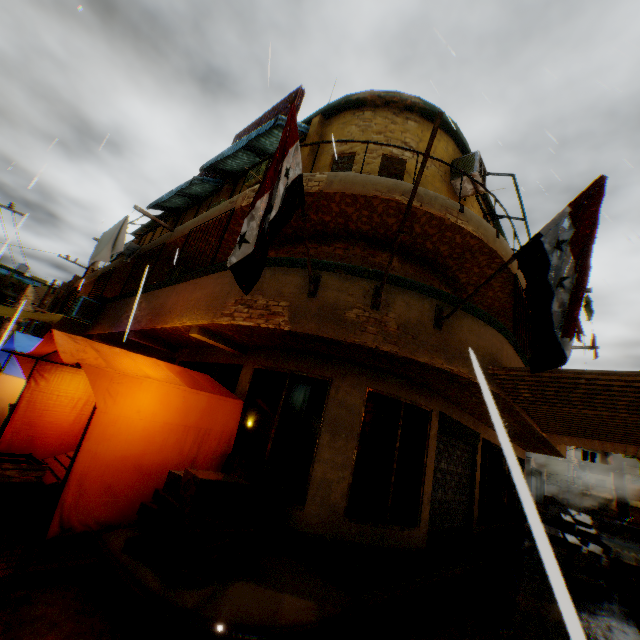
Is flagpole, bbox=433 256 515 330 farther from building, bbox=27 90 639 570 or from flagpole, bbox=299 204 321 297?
flagpole, bbox=299 204 321 297

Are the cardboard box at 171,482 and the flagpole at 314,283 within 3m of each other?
yes

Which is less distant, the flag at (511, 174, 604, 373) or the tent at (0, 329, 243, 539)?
the flag at (511, 174, 604, 373)

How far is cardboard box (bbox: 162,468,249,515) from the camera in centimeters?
391cm

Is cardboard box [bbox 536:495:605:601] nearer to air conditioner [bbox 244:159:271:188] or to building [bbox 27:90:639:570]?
building [bbox 27:90:639:570]

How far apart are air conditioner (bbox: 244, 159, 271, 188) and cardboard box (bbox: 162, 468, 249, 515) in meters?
6.2

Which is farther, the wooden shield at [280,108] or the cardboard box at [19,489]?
the wooden shield at [280,108]

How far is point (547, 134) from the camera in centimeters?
656cm
